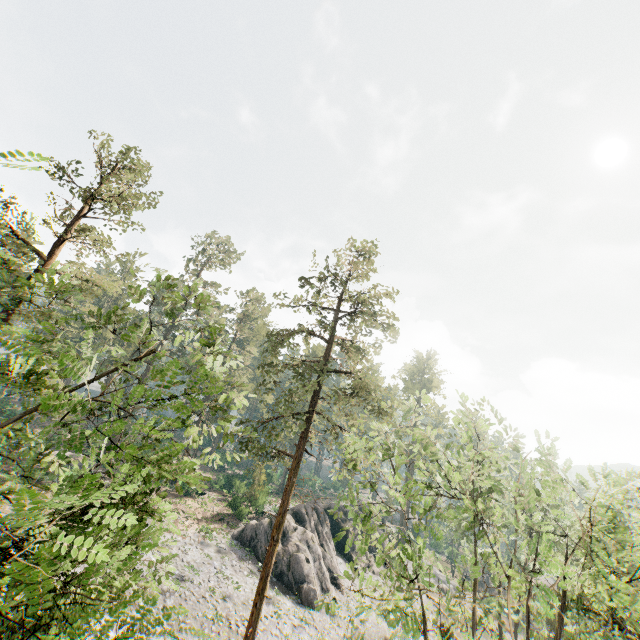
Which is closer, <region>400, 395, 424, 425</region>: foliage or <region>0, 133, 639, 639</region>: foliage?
<region>0, 133, 639, 639</region>: foliage

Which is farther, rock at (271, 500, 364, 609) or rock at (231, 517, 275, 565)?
rock at (231, 517, 275, 565)

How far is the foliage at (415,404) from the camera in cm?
1462

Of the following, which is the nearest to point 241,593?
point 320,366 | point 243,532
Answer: point 243,532

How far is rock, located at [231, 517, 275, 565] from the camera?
31.5m

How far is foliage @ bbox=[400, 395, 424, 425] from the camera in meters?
14.6 m

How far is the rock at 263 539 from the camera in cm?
3145
